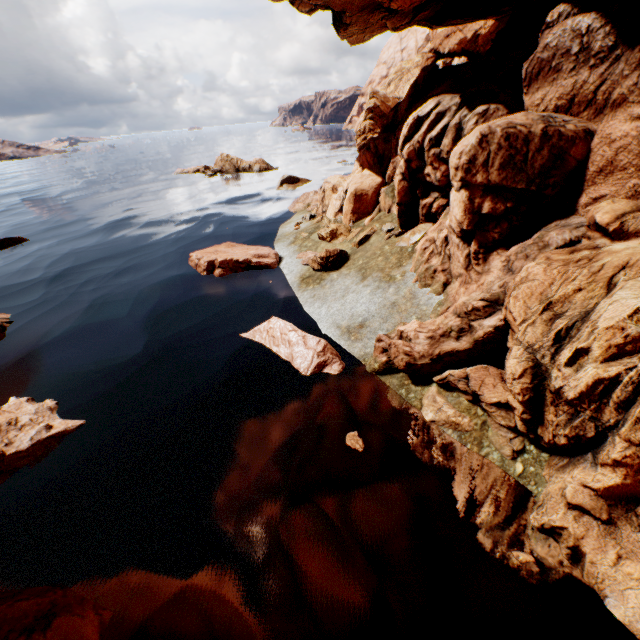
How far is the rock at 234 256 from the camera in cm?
1612

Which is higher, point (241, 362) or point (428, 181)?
point (428, 181)

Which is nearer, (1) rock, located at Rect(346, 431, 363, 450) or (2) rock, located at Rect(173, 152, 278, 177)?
(1) rock, located at Rect(346, 431, 363, 450)

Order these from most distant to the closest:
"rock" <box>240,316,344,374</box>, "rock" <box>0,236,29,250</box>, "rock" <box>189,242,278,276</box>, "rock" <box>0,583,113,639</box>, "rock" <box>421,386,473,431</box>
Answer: "rock" <box>0,236,29,250</box>
"rock" <box>189,242,278,276</box>
"rock" <box>240,316,344,374</box>
"rock" <box>421,386,473,431</box>
"rock" <box>0,583,113,639</box>

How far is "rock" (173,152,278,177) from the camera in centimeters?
4488cm

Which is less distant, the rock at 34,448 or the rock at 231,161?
the rock at 34,448

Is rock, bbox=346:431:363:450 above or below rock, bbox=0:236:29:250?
below
